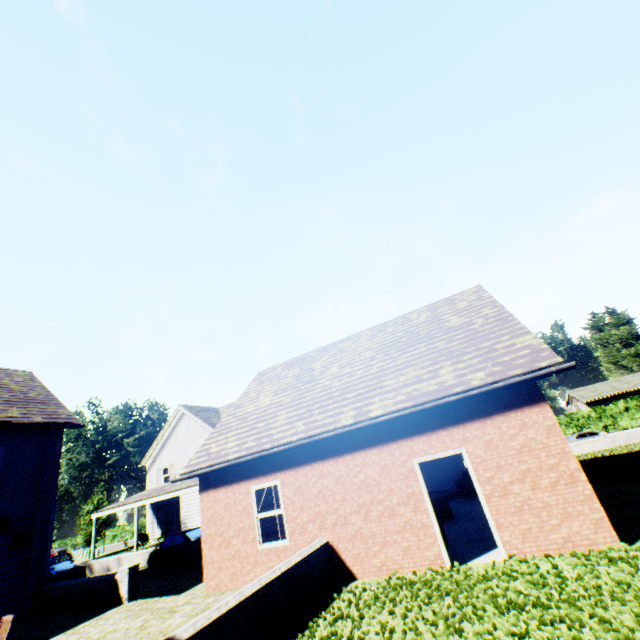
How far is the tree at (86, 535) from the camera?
36.34m

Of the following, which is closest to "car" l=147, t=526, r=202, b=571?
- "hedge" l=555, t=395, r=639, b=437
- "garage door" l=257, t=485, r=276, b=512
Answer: "garage door" l=257, t=485, r=276, b=512

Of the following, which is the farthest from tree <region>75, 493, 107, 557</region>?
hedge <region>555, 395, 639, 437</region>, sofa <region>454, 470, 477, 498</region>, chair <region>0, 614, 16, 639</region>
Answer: hedge <region>555, 395, 639, 437</region>

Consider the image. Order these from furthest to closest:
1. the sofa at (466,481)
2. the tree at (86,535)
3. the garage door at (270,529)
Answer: the tree at (86,535)
the sofa at (466,481)
the garage door at (270,529)

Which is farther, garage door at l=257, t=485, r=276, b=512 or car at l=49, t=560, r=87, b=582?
car at l=49, t=560, r=87, b=582

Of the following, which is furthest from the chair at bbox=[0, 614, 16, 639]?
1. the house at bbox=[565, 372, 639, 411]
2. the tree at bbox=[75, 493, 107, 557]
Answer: the house at bbox=[565, 372, 639, 411]

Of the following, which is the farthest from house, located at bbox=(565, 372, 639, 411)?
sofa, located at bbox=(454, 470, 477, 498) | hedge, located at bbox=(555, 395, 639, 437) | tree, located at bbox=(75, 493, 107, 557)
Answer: tree, located at bbox=(75, 493, 107, 557)

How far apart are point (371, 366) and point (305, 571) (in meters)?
6.03
